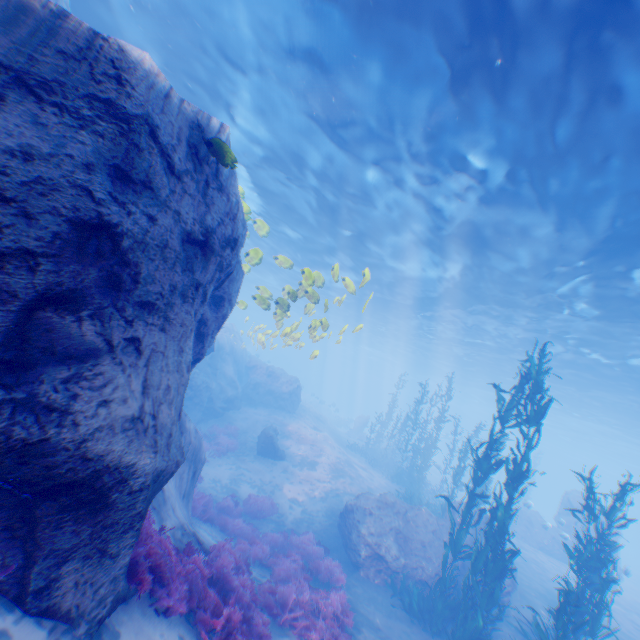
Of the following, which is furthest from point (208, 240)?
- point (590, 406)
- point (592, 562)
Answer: point (590, 406)

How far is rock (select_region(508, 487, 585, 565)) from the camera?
20.5 meters

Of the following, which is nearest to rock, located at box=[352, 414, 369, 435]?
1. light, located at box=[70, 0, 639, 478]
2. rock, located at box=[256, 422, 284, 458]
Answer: light, located at box=[70, 0, 639, 478]

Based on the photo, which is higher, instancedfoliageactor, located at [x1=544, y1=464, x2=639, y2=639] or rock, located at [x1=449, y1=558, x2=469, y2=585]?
instancedfoliageactor, located at [x1=544, y1=464, x2=639, y2=639]

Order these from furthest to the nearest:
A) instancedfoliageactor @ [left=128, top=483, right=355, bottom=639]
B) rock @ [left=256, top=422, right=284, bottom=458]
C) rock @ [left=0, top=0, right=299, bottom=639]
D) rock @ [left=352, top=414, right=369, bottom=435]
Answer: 1. rock @ [left=352, top=414, right=369, bottom=435]
2. rock @ [left=256, top=422, right=284, bottom=458]
3. instancedfoliageactor @ [left=128, top=483, right=355, bottom=639]
4. rock @ [left=0, top=0, right=299, bottom=639]

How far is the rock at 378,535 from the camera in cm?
1120

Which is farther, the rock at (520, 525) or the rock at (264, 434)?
the rock at (520, 525)

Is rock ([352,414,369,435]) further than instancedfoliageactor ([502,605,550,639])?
Yes
